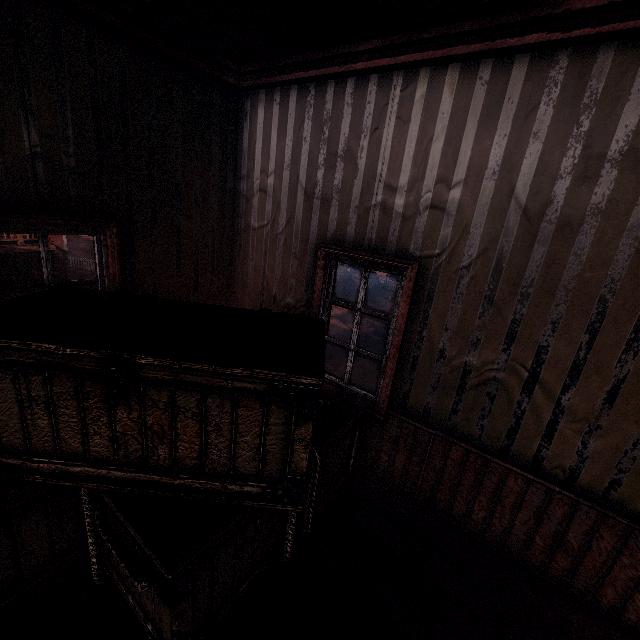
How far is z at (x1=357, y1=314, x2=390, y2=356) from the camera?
20.2m

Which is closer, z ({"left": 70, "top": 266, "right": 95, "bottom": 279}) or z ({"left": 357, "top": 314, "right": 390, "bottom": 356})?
z ({"left": 357, "top": 314, "right": 390, "bottom": 356})

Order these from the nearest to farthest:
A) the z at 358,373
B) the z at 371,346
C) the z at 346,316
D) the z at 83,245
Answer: the z at 358,373 < the z at 371,346 < the z at 346,316 < the z at 83,245

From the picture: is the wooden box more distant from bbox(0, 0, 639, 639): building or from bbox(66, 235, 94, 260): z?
bbox(66, 235, 94, 260): z

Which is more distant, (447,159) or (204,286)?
(204,286)

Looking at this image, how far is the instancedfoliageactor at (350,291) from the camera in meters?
31.7
